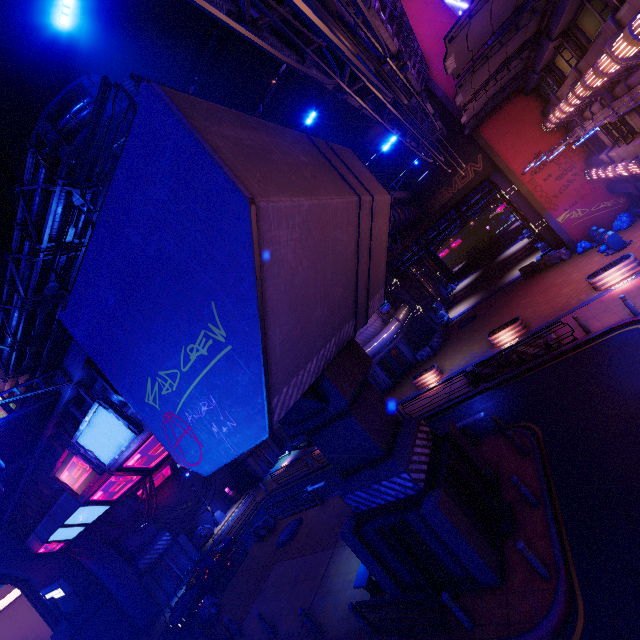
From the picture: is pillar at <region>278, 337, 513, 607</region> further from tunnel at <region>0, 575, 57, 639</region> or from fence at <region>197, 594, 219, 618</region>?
tunnel at <region>0, 575, 57, 639</region>

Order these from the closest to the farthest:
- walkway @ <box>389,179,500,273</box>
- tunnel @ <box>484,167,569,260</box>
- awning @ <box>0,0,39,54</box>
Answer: awning @ <box>0,0,39,54</box>
tunnel @ <box>484,167,569,260</box>
walkway @ <box>389,179,500,273</box>

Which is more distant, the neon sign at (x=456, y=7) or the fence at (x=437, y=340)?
the fence at (x=437, y=340)

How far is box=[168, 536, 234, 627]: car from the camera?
19.2 meters

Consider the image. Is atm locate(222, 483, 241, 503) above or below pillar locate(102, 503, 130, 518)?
below

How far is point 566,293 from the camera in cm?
2048

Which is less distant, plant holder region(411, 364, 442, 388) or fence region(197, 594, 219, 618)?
fence region(197, 594, 219, 618)

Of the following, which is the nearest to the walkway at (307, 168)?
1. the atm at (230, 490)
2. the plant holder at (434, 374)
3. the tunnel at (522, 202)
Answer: the tunnel at (522, 202)
